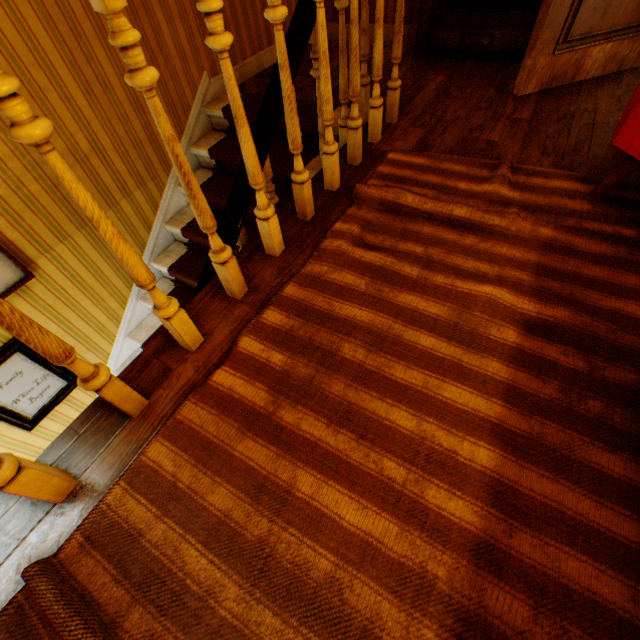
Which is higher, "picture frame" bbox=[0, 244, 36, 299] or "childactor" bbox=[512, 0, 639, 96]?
"childactor" bbox=[512, 0, 639, 96]

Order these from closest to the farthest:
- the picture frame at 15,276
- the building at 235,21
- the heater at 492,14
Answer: the building at 235,21, the picture frame at 15,276, the heater at 492,14

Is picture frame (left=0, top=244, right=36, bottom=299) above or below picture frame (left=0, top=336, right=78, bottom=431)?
above

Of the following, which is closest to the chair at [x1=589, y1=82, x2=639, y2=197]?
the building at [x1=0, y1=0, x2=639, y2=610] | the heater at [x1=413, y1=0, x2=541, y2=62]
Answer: the building at [x1=0, y1=0, x2=639, y2=610]

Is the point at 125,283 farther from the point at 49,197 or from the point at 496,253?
the point at 496,253

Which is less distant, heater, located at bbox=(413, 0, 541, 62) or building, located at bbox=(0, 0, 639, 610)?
building, located at bbox=(0, 0, 639, 610)

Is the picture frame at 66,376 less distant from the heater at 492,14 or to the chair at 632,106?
the chair at 632,106

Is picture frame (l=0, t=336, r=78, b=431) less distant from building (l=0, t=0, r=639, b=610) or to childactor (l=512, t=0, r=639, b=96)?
building (l=0, t=0, r=639, b=610)
